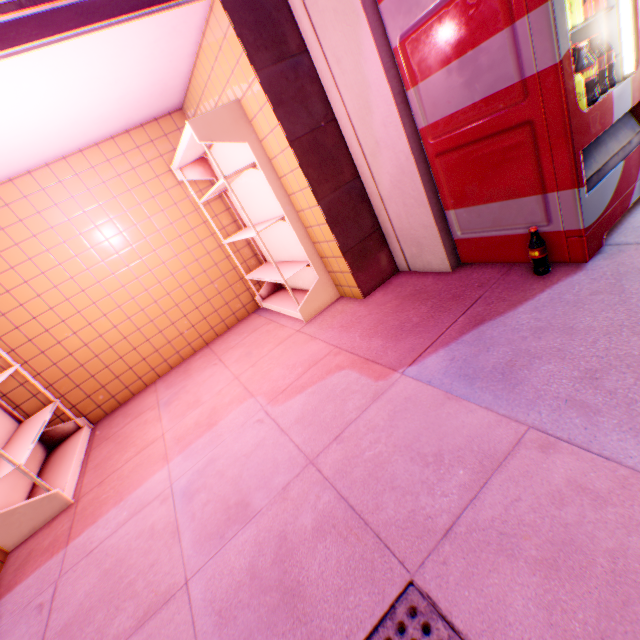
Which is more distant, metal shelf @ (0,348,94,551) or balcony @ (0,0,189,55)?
metal shelf @ (0,348,94,551)

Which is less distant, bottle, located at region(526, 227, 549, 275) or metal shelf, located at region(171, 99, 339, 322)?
bottle, located at region(526, 227, 549, 275)

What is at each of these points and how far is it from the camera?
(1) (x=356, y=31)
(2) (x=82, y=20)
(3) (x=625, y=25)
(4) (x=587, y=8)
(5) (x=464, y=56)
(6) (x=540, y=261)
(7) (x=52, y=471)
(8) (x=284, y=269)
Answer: (1) building, 2.11m
(2) balcony, 1.89m
(3) street lamp, 1.87m
(4) metal can, 1.79m
(5) vending machine, 1.81m
(6) bottle, 2.08m
(7) metal shelf, 3.00m
(8) metal shelf, 3.55m

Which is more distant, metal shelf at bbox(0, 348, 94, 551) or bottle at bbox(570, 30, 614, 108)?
metal shelf at bbox(0, 348, 94, 551)

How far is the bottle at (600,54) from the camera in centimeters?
179cm

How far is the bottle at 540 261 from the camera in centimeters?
203cm

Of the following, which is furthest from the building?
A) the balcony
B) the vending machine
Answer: the balcony

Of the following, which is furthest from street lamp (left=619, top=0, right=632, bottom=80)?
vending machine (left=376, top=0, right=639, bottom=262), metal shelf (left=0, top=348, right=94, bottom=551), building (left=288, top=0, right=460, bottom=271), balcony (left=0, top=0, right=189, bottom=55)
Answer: metal shelf (left=0, top=348, right=94, bottom=551)
